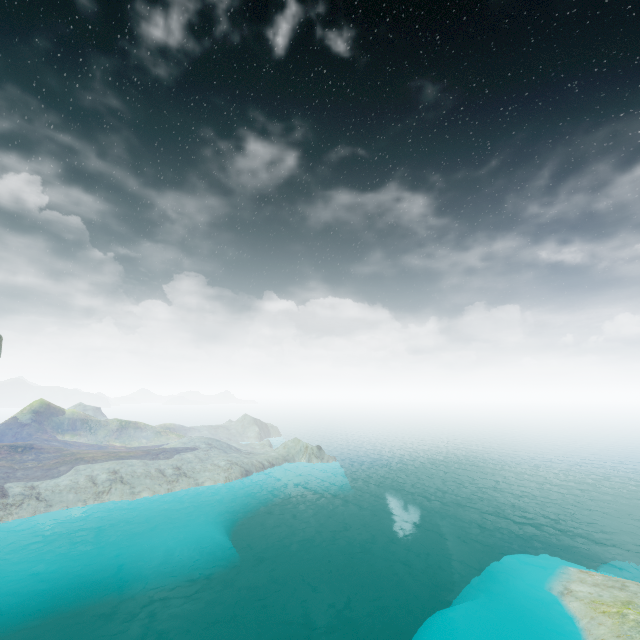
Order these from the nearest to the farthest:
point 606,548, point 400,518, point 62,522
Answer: point 62,522, point 606,548, point 400,518
